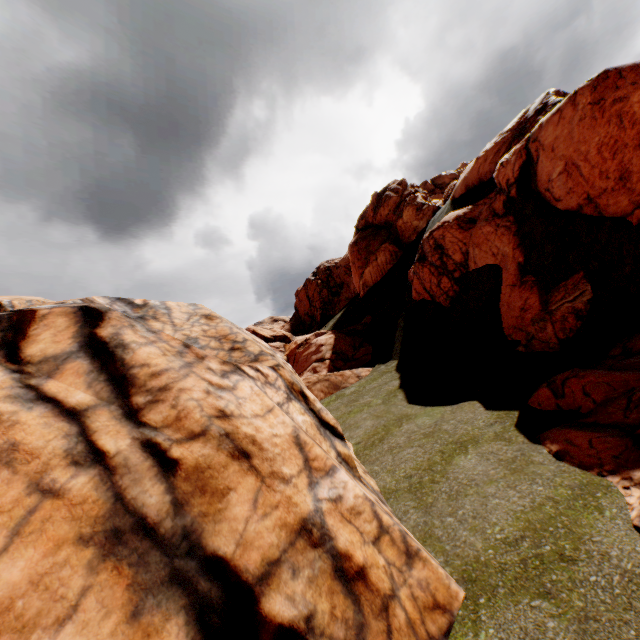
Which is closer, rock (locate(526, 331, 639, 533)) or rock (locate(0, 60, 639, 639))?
rock (locate(0, 60, 639, 639))

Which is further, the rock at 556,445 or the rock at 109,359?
the rock at 556,445

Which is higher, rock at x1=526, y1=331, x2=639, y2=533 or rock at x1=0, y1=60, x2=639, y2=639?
rock at x1=0, y1=60, x2=639, y2=639

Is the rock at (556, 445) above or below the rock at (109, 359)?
below

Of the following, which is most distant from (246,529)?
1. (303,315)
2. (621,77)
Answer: (303,315)
